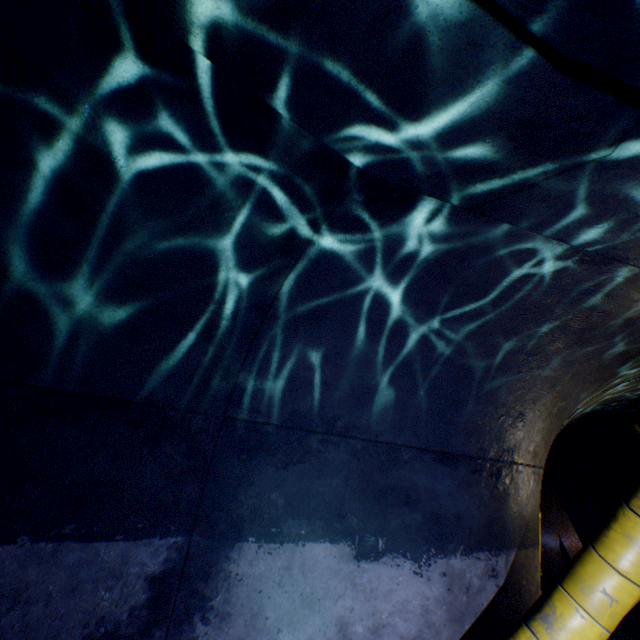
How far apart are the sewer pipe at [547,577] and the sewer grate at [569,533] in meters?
0.0 m

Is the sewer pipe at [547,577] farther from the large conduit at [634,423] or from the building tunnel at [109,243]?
the large conduit at [634,423]

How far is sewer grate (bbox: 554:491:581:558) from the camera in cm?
543

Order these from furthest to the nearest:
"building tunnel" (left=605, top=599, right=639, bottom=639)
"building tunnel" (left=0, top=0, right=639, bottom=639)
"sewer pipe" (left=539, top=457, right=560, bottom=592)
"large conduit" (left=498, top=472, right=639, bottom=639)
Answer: "building tunnel" (left=605, top=599, right=639, bottom=639)
"sewer pipe" (left=539, top=457, right=560, bottom=592)
"large conduit" (left=498, top=472, right=639, bottom=639)
"building tunnel" (left=0, top=0, right=639, bottom=639)

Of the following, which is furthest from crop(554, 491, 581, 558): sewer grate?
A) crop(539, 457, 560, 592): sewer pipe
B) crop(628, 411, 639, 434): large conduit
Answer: crop(628, 411, 639, 434): large conduit

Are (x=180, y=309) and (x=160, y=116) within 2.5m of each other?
yes

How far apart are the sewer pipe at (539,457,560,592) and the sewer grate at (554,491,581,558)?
0.0m

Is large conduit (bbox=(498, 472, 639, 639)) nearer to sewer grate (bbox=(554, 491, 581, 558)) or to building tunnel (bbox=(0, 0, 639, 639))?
building tunnel (bbox=(0, 0, 639, 639))
